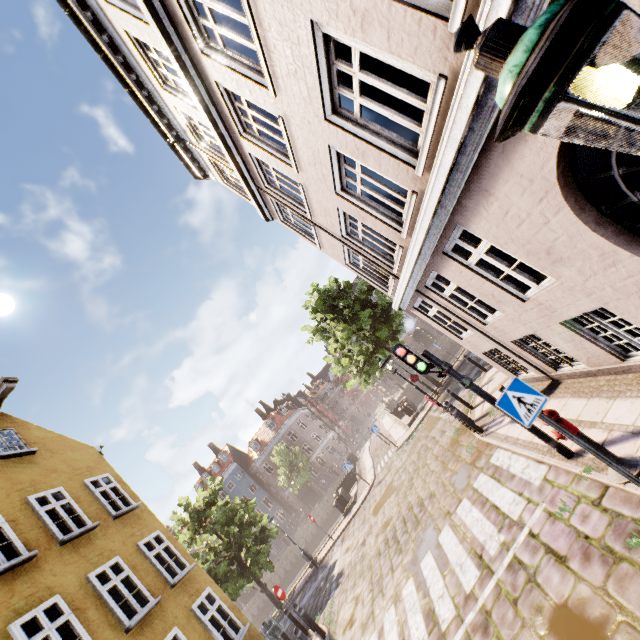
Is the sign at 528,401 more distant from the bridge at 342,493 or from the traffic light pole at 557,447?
the bridge at 342,493

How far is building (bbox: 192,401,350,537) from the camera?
47.88m

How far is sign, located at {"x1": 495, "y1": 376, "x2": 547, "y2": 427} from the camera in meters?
4.3 m

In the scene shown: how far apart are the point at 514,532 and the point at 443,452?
6.5 meters

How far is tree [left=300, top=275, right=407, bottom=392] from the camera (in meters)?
19.34

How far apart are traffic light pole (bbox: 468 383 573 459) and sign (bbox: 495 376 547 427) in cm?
157

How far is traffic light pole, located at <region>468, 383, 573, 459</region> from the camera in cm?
554

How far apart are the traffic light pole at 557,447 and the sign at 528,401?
1.57m
